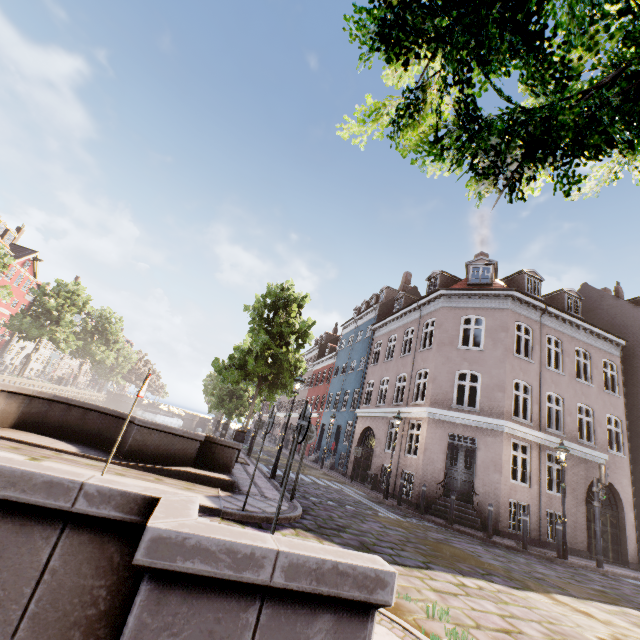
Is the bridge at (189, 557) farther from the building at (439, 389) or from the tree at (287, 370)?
the building at (439, 389)

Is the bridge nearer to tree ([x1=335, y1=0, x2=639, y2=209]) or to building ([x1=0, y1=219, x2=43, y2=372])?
tree ([x1=335, y1=0, x2=639, y2=209])

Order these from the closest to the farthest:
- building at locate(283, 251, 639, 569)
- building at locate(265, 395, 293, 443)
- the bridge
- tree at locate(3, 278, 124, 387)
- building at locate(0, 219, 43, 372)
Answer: the bridge < building at locate(283, 251, 639, 569) < tree at locate(3, 278, 124, 387) < building at locate(0, 219, 43, 372) < building at locate(265, 395, 293, 443)

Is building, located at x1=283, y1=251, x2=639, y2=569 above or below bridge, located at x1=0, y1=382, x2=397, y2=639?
above

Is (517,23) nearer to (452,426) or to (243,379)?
(243,379)

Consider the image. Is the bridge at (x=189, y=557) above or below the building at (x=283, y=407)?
below

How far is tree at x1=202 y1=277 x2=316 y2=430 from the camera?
14.2m

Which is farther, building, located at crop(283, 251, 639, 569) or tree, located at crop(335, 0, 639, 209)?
building, located at crop(283, 251, 639, 569)
